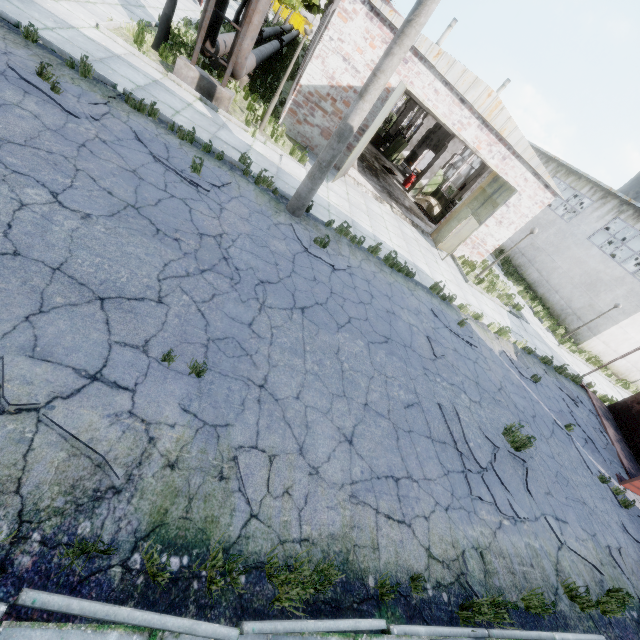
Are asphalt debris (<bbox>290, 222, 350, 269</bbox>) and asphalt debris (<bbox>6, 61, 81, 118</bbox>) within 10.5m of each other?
yes

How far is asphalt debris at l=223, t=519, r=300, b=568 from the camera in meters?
3.1

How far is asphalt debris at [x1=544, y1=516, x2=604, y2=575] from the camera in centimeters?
638cm

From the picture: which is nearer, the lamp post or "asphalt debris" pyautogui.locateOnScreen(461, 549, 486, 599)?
"asphalt debris" pyautogui.locateOnScreen(461, 549, 486, 599)

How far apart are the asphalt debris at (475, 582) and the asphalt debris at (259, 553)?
1.94m

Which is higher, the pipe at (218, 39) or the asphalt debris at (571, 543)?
the pipe at (218, 39)

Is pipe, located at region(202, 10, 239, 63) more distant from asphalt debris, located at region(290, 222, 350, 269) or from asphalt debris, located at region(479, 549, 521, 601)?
asphalt debris, located at region(479, 549, 521, 601)

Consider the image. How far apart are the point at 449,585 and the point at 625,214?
27.96m
